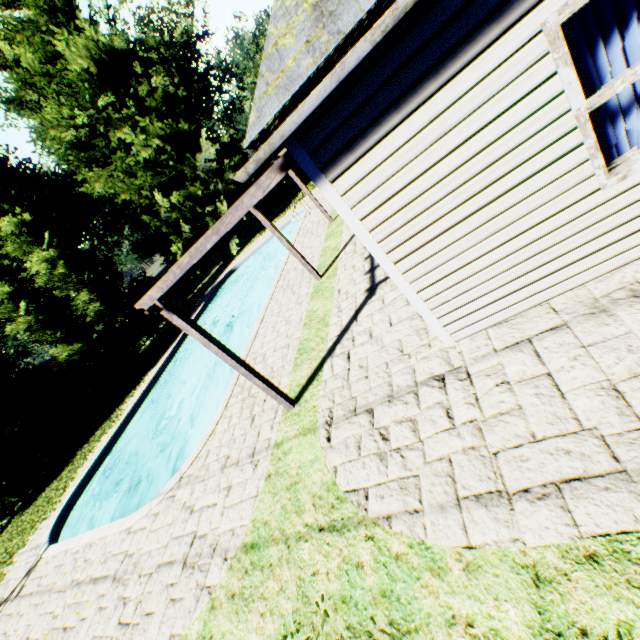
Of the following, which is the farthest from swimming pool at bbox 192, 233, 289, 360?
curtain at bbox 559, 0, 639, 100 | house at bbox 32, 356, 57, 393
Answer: house at bbox 32, 356, 57, 393

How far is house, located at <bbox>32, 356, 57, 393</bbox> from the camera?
27.9m

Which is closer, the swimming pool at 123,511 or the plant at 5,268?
the swimming pool at 123,511

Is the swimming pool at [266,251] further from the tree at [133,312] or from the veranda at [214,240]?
the tree at [133,312]

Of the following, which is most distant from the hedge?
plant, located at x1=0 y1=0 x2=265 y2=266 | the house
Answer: the house

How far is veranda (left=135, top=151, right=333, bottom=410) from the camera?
3.70m

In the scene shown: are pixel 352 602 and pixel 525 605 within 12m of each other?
yes

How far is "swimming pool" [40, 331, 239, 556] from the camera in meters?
8.3 m
